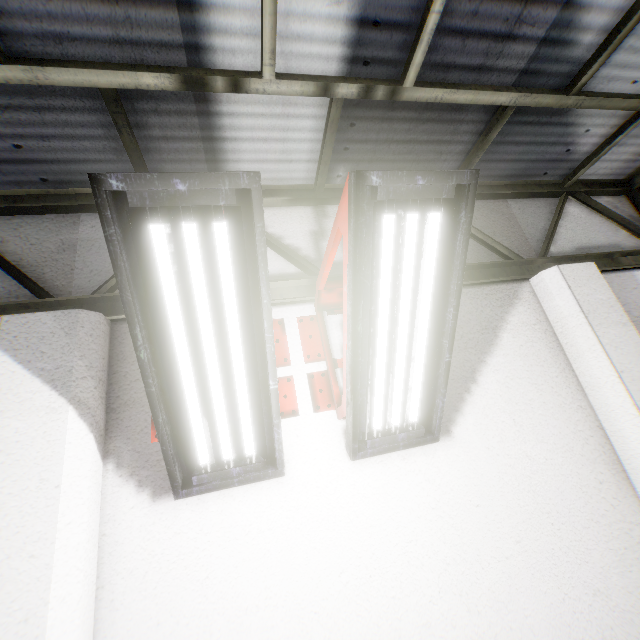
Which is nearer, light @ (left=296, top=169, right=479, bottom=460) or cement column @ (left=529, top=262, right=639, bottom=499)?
light @ (left=296, top=169, right=479, bottom=460)

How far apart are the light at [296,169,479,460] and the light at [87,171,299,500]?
0.1 meters

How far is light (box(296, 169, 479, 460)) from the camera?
1.5 meters

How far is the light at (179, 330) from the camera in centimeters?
123cm

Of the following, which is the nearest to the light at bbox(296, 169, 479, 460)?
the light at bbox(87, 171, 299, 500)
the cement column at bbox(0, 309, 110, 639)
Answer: the light at bbox(87, 171, 299, 500)

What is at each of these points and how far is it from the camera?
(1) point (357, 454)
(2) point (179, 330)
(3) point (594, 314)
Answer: (1) light, 1.9 meters
(2) light, 1.4 meters
(3) cement column, 2.6 meters

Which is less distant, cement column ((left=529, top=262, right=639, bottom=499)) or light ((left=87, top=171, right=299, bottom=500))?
light ((left=87, top=171, right=299, bottom=500))

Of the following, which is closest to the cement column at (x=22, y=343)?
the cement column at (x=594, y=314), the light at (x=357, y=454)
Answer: the light at (x=357, y=454)
